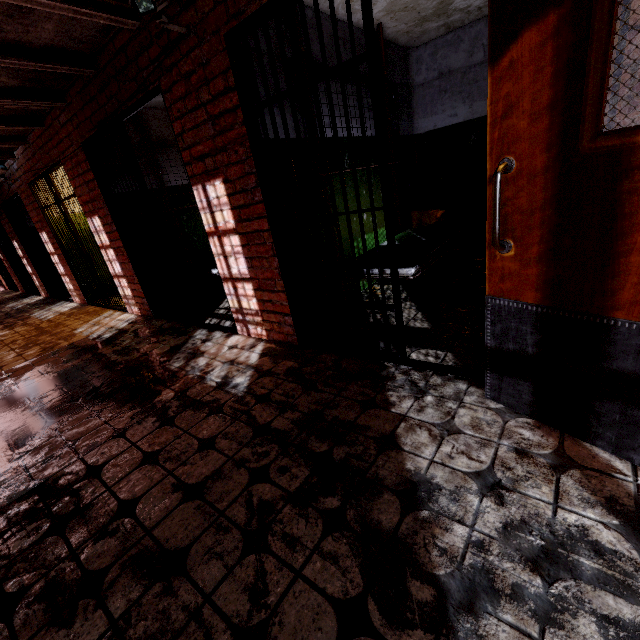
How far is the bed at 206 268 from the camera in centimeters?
461cm

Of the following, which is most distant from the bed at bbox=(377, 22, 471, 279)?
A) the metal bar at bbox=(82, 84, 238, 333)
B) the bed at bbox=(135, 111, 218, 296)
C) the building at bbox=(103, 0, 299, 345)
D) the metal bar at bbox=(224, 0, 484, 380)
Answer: the bed at bbox=(135, 111, 218, 296)

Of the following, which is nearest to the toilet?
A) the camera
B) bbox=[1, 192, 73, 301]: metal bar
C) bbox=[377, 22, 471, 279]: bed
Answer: bbox=[377, 22, 471, 279]: bed

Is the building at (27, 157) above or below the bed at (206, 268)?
above

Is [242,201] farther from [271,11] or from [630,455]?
[630,455]

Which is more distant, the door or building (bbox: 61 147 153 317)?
building (bbox: 61 147 153 317)

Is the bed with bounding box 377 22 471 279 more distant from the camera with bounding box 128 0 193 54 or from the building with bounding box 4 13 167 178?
the camera with bounding box 128 0 193 54

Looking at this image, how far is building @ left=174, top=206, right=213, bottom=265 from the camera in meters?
5.3
